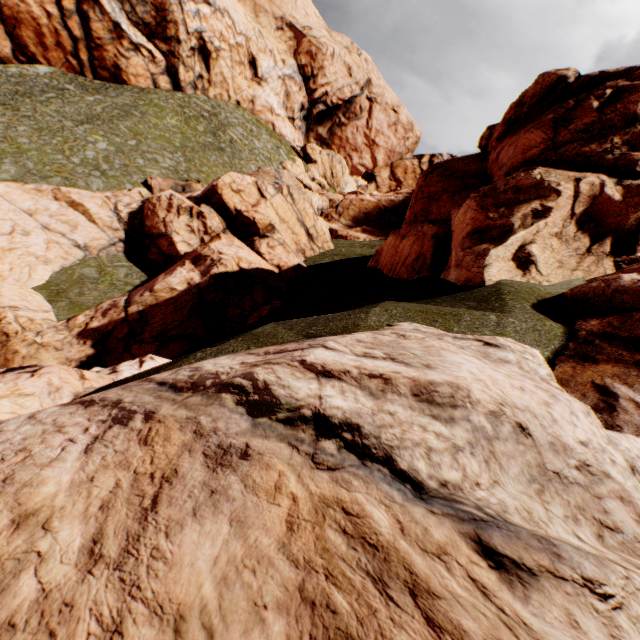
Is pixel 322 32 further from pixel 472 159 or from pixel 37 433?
pixel 37 433

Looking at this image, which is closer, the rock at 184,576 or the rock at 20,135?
the rock at 184,576

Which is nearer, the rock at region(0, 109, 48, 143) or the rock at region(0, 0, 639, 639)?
the rock at region(0, 0, 639, 639)
